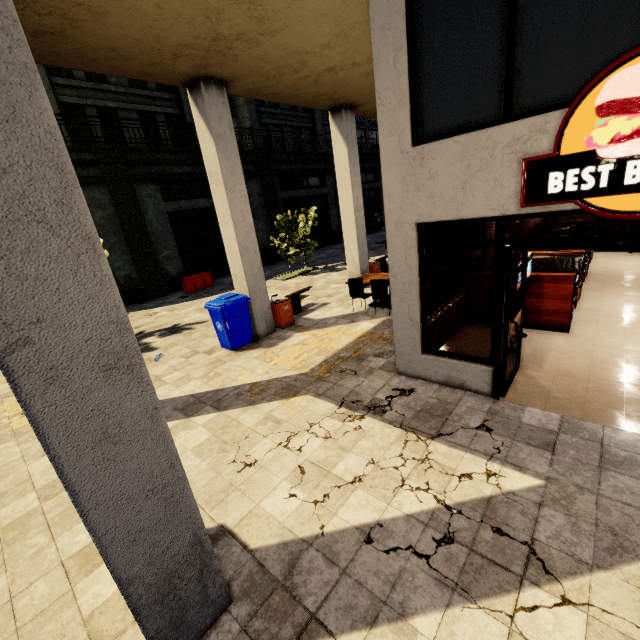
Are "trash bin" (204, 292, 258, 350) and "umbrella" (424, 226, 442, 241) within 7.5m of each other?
yes

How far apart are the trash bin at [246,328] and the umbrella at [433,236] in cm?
412

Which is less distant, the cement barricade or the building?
the building

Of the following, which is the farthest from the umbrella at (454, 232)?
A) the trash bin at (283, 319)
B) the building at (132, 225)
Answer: the trash bin at (283, 319)

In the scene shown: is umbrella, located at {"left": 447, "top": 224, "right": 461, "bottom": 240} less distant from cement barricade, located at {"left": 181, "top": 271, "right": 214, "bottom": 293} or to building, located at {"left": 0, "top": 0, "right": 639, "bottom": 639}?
building, located at {"left": 0, "top": 0, "right": 639, "bottom": 639}

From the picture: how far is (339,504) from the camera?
3.6 meters

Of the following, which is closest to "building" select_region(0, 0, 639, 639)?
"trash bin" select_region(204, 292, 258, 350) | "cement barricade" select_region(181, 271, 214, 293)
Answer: "trash bin" select_region(204, 292, 258, 350)
